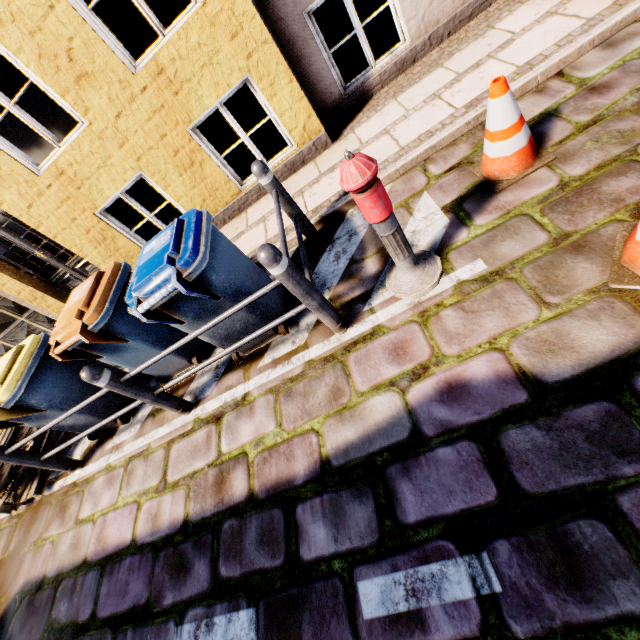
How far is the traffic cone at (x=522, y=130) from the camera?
2.4m

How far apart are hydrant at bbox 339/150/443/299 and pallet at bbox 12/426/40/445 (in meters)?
5.00

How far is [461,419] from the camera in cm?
203

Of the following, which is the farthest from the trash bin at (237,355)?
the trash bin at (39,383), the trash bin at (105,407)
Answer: the trash bin at (105,407)

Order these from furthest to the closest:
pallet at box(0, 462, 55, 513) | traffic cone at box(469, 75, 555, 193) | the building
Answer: pallet at box(0, 462, 55, 513) → the building → traffic cone at box(469, 75, 555, 193)

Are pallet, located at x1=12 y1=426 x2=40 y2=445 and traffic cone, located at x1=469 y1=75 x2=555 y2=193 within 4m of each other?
no

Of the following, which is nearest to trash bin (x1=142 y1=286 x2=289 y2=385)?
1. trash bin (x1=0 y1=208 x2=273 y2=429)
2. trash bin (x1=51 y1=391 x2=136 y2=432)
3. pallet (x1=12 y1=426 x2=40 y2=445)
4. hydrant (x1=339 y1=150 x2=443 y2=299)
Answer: trash bin (x1=0 y1=208 x2=273 y2=429)

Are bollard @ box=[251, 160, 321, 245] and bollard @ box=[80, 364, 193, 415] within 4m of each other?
yes
